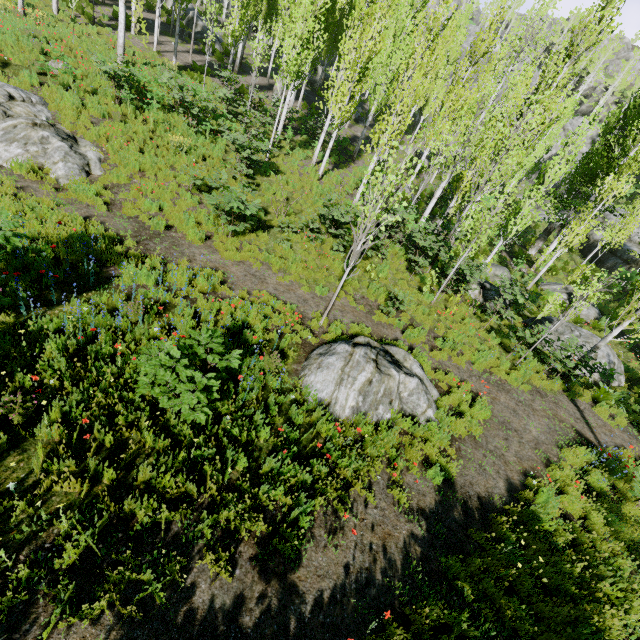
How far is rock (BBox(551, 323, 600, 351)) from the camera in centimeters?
1356cm

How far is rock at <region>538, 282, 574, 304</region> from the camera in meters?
18.6 m

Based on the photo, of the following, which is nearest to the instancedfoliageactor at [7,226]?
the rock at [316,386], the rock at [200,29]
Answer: the rock at [200,29]

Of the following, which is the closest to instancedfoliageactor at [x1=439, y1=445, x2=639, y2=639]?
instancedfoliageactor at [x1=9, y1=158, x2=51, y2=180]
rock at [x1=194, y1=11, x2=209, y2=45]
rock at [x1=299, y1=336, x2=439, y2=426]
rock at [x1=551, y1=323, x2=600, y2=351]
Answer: rock at [x1=194, y1=11, x2=209, y2=45]

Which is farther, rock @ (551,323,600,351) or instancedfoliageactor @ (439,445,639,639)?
rock @ (551,323,600,351)

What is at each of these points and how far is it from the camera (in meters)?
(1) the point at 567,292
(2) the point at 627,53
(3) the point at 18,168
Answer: (1) rock, 18.86
(2) rock, 58.81
(3) instancedfoliageactor, 9.39

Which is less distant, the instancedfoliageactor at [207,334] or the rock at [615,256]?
the instancedfoliageactor at [207,334]

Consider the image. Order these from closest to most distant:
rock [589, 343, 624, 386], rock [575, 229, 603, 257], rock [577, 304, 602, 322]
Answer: rock [589, 343, 624, 386] < rock [577, 304, 602, 322] < rock [575, 229, 603, 257]
